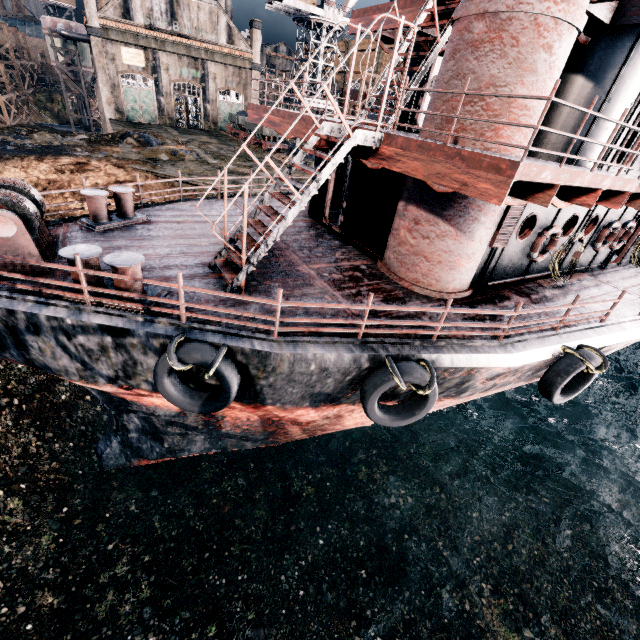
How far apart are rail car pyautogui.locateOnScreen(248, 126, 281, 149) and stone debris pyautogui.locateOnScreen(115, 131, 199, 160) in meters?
11.8 m

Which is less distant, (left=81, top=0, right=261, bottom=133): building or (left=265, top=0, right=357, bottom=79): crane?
(left=81, top=0, right=261, bottom=133): building

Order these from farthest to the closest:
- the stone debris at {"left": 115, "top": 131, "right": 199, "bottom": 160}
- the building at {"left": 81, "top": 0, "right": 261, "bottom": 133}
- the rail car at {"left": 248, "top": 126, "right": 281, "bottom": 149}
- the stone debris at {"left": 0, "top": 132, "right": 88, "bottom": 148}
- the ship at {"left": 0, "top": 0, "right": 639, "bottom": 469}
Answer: the building at {"left": 81, "top": 0, "right": 261, "bottom": 133}, the rail car at {"left": 248, "top": 126, "right": 281, "bottom": 149}, the stone debris at {"left": 115, "top": 131, "right": 199, "bottom": 160}, the stone debris at {"left": 0, "top": 132, "right": 88, "bottom": 148}, the ship at {"left": 0, "top": 0, "right": 639, "bottom": 469}

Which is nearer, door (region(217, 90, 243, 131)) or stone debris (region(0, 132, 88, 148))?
stone debris (region(0, 132, 88, 148))

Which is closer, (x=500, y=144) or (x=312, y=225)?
(x=500, y=144)

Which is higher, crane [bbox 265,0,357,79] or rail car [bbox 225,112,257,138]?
crane [bbox 265,0,357,79]

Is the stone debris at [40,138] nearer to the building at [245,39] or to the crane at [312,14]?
the building at [245,39]

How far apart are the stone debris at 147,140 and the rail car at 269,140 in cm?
1176
